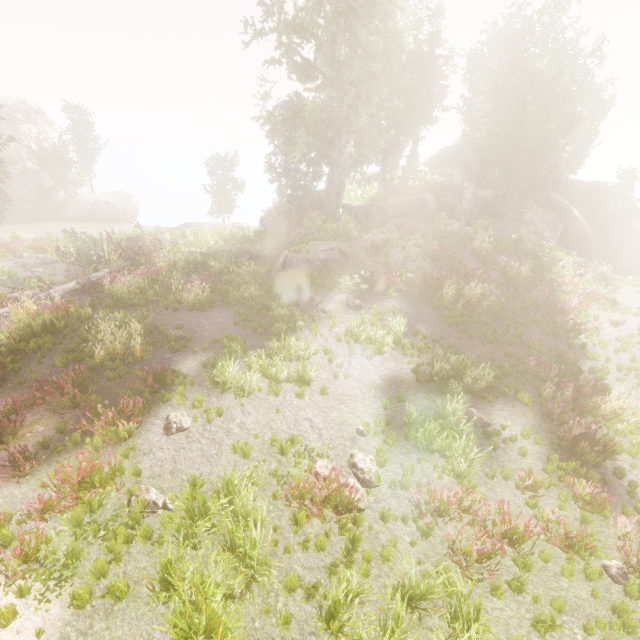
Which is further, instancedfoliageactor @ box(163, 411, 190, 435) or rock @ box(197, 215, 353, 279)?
rock @ box(197, 215, 353, 279)

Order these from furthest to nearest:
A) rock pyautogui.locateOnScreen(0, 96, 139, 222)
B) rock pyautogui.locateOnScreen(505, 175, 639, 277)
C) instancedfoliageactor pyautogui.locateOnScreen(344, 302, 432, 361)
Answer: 1. rock pyautogui.locateOnScreen(0, 96, 139, 222)
2. rock pyautogui.locateOnScreen(505, 175, 639, 277)
3. instancedfoliageactor pyautogui.locateOnScreen(344, 302, 432, 361)

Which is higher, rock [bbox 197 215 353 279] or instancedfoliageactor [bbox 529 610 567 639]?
rock [bbox 197 215 353 279]

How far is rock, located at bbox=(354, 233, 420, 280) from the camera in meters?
17.8 m

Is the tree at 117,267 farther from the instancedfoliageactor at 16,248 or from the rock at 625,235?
the rock at 625,235

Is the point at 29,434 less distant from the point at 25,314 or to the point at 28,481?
the point at 28,481

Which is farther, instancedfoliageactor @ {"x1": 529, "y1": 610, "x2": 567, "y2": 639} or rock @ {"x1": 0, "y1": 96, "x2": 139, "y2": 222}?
rock @ {"x1": 0, "y1": 96, "x2": 139, "y2": 222}
